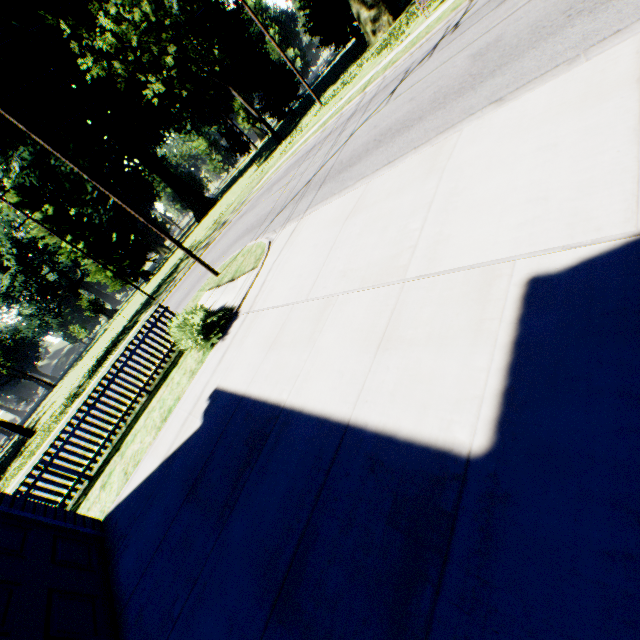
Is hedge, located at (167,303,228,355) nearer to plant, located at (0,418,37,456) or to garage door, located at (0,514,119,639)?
garage door, located at (0,514,119,639)

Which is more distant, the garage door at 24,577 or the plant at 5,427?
the plant at 5,427

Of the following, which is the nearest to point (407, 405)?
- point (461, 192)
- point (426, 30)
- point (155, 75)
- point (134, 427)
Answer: point (461, 192)

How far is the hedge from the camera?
7.8m

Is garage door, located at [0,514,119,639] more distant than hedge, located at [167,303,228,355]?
No

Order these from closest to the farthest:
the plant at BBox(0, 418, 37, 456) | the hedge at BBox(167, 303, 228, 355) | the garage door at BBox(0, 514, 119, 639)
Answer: the garage door at BBox(0, 514, 119, 639) → the hedge at BBox(167, 303, 228, 355) → the plant at BBox(0, 418, 37, 456)

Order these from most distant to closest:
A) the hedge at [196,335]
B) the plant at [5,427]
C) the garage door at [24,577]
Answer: the plant at [5,427] → the hedge at [196,335] → the garage door at [24,577]
